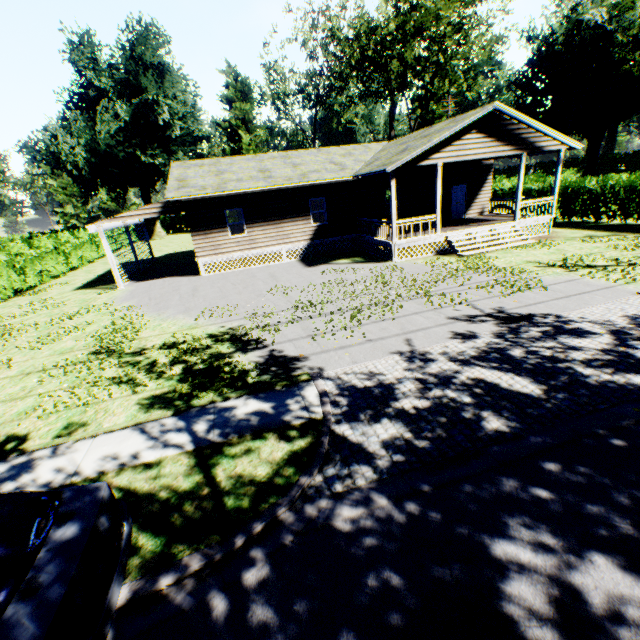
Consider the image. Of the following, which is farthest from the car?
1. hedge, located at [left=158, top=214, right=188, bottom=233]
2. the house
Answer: hedge, located at [left=158, top=214, right=188, bottom=233]

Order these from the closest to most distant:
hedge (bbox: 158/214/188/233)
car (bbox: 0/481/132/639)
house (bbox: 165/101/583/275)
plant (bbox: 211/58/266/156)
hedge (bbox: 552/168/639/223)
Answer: car (bbox: 0/481/132/639) → house (bbox: 165/101/583/275) → hedge (bbox: 552/168/639/223) → plant (bbox: 211/58/266/156) → hedge (bbox: 158/214/188/233)

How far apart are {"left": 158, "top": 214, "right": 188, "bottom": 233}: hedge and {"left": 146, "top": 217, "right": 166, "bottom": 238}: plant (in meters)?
5.11

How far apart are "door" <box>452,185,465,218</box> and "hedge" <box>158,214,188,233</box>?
47.0 meters

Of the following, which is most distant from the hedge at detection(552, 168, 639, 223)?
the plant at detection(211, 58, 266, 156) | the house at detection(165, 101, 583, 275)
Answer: the plant at detection(211, 58, 266, 156)

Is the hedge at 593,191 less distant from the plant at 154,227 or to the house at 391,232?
the house at 391,232

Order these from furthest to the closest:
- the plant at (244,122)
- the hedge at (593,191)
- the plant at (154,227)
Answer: the plant at (154,227) < the plant at (244,122) < the hedge at (593,191)

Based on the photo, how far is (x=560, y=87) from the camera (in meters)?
49.19
